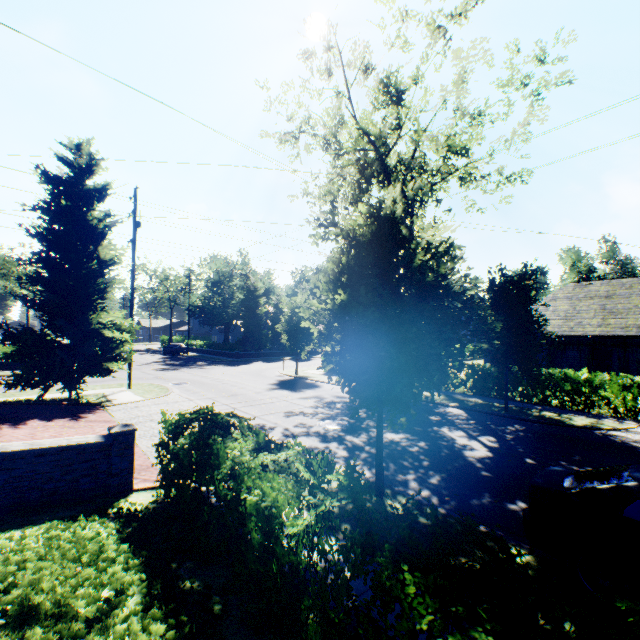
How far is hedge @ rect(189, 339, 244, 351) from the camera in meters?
40.2 m

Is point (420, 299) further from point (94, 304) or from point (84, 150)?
point (84, 150)

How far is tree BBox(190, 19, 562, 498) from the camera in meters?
5.6 m

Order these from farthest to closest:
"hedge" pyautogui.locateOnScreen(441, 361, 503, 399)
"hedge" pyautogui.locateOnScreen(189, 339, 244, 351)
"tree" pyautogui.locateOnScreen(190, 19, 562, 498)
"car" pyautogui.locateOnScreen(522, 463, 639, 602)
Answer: "hedge" pyautogui.locateOnScreen(189, 339, 244, 351) → "hedge" pyautogui.locateOnScreen(441, 361, 503, 399) → "tree" pyautogui.locateOnScreen(190, 19, 562, 498) → "car" pyautogui.locateOnScreen(522, 463, 639, 602)

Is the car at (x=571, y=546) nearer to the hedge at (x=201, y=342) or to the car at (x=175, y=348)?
the hedge at (x=201, y=342)

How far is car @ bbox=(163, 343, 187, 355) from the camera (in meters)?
43.47

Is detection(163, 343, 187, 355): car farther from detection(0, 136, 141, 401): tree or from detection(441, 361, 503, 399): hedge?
detection(441, 361, 503, 399): hedge

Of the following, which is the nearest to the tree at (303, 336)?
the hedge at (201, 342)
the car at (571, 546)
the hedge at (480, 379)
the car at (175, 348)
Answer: the hedge at (201, 342)
